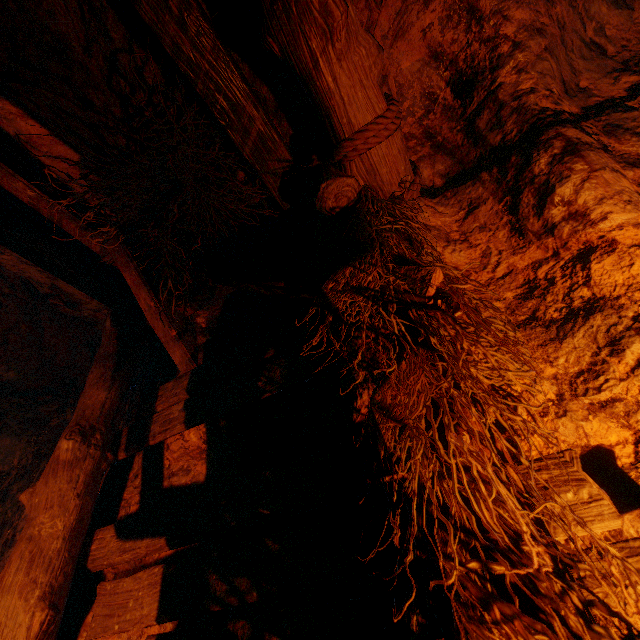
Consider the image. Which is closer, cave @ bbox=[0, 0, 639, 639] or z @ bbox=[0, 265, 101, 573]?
cave @ bbox=[0, 0, 639, 639]

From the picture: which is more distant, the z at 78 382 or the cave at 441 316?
the z at 78 382

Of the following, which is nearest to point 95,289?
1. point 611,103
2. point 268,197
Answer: point 268,197
